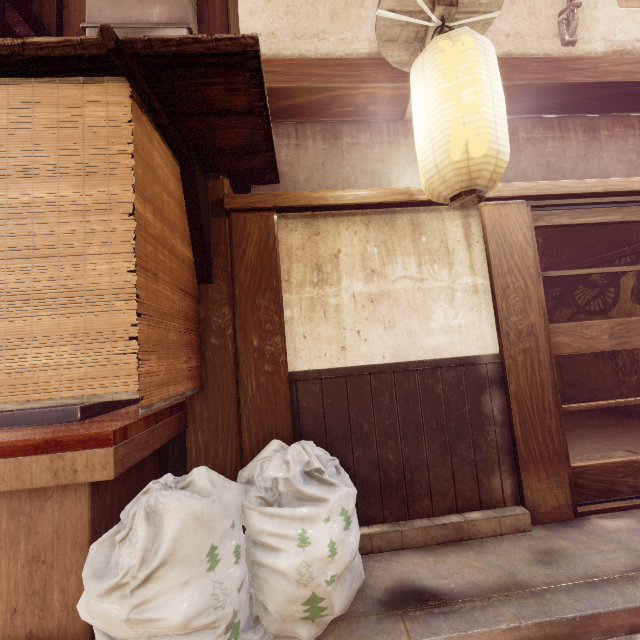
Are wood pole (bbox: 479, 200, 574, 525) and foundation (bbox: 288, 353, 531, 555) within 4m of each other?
yes

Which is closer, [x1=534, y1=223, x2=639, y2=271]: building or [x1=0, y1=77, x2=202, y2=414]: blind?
[x1=0, y1=77, x2=202, y2=414]: blind

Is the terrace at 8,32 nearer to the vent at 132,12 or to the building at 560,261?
the vent at 132,12

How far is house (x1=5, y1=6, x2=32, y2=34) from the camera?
9.7 meters

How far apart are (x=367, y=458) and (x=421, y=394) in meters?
1.3

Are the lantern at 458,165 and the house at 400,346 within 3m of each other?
yes

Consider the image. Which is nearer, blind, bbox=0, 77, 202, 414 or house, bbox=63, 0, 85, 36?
blind, bbox=0, 77, 202, 414

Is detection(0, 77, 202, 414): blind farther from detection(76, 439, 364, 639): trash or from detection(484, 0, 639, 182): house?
detection(484, 0, 639, 182): house
